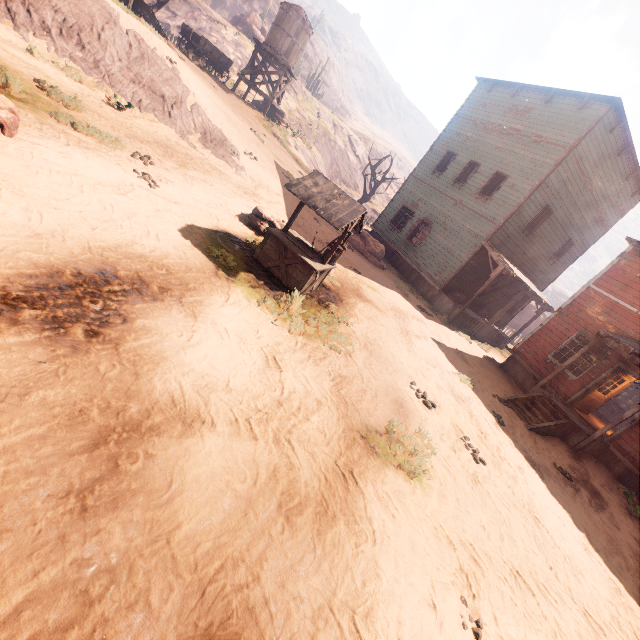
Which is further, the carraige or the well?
the carraige

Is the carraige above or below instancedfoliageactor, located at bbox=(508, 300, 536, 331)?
above

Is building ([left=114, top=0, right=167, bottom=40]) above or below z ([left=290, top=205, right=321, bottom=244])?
above

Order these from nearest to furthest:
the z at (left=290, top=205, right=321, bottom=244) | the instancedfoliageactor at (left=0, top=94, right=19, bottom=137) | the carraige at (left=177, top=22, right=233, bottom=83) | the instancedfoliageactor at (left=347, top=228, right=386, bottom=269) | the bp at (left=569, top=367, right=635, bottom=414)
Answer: the instancedfoliageactor at (left=0, top=94, right=19, bottom=137)
the bp at (left=569, top=367, right=635, bottom=414)
the z at (left=290, top=205, right=321, bottom=244)
the instancedfoliageactor at (left=347, top=228, right=386, bottom=269)
the carraige at (left=177, top=22, right=233, bottom=83)

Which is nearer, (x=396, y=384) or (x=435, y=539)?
(x=435, y=539)

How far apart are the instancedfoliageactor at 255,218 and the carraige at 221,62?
18.1 meters

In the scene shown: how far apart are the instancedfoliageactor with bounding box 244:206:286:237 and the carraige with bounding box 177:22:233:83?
18.1m

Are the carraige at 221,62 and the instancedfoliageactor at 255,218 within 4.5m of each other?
no
